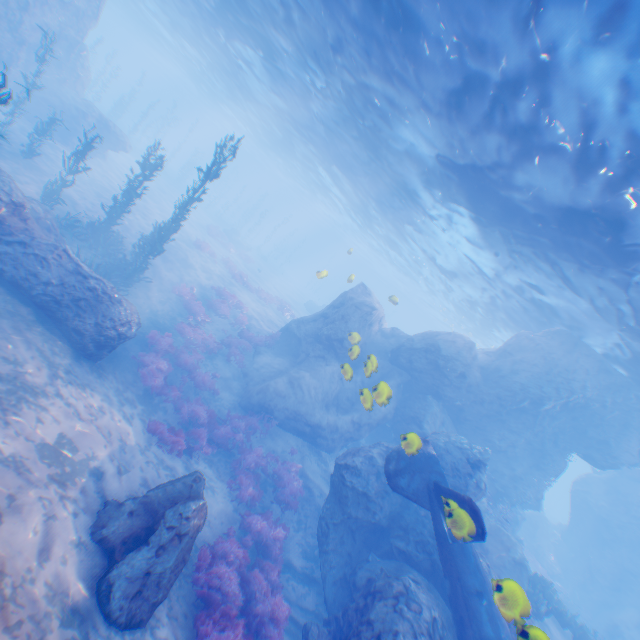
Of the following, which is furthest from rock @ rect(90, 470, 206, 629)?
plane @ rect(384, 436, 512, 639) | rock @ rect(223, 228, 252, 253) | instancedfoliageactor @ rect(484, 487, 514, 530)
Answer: rock @ rect(223, 228, 252, 253)

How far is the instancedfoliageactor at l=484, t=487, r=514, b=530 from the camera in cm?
1669

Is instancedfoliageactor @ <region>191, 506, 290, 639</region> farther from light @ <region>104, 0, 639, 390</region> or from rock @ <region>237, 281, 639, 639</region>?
light @ <region>104, 0, 639, 390</region>

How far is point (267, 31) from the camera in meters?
16.1

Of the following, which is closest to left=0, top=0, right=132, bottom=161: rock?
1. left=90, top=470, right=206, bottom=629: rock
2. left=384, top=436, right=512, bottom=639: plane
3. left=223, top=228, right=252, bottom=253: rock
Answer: left=384, top=436, right=512, bottom=639: plane

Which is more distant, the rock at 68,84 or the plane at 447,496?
the rock at 68,84

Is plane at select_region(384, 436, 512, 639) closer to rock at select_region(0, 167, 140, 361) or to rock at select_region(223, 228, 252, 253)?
rock at select_region(0, 167, 140, 361)

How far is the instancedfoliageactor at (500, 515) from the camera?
16.7 meters
